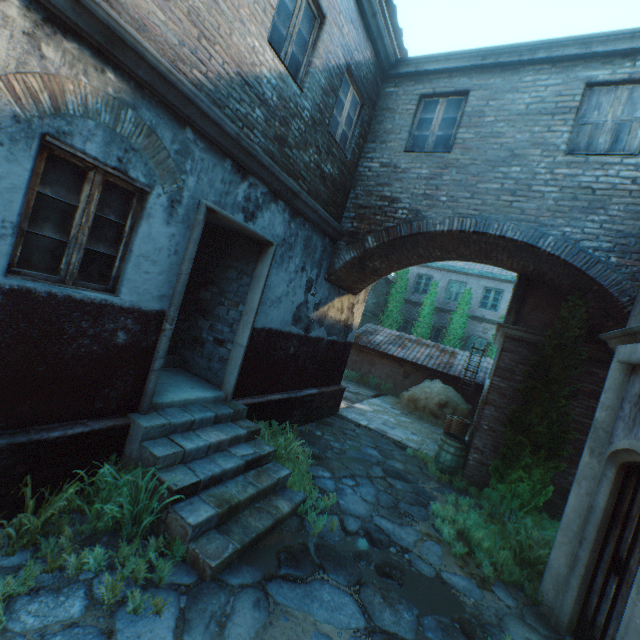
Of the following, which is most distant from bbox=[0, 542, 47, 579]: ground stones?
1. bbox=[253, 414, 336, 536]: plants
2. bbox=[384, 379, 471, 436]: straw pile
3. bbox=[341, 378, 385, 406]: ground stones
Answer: bbox=[384, 379, 471, 436]: straw pile

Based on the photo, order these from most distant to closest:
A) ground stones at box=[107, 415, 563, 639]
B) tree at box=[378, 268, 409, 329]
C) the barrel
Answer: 1. tree at box=[378, 268, 409, 329]
2. the barrel
3. ground stones at box=[107, 415, 563, 639]

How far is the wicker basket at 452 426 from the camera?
10.1m

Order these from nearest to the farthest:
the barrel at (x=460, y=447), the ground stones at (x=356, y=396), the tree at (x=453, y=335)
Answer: the barrel at (x=460, y=447) → the ground stones at (x=356, y=396) → the tree at (x=453, y=335)

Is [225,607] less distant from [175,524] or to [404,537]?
[175,524]

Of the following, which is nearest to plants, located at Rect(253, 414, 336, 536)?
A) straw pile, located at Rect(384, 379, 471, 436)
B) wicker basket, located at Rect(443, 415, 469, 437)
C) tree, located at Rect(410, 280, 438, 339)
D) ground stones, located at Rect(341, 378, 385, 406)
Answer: ground stones, located at Rect(341, 378, 385, 406)

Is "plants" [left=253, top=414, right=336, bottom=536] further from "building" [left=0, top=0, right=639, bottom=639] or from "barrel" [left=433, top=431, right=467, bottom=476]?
"barrel" [left=433, top=431, right=467, bottom=476]

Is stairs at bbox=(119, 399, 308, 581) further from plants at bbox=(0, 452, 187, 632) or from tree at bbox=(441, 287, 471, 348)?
tree at bbox=(441, 287, 471, 348)
